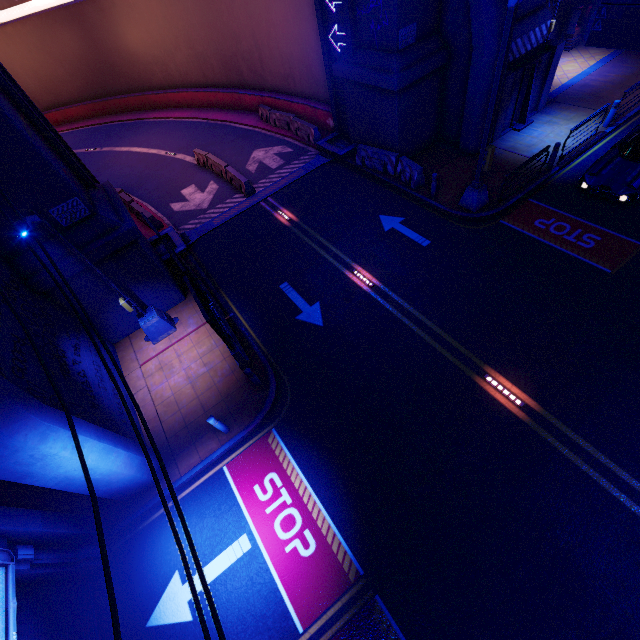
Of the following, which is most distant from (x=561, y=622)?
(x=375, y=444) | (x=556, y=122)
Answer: (x=556, y=122)

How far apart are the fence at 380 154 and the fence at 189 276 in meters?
10.2 m

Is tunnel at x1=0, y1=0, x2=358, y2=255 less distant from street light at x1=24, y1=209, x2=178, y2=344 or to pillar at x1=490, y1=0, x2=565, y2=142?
street light at x1=24, y1=209, x2=178, y2=344

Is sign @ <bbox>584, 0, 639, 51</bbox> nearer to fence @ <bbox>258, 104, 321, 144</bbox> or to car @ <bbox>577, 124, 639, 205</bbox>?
car @ <bbox>577, 124, 639, 205</bbox>

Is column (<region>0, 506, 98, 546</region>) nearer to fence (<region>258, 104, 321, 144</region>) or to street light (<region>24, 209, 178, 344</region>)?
street light (<region>24, 209, 178, 344</region>)

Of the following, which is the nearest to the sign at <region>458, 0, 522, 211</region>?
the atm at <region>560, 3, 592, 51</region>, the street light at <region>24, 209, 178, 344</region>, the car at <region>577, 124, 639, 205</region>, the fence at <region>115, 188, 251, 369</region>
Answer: the car at <region>577, 124, 639, 205</region>

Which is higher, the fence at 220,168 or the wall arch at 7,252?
the wall arch at 7,252

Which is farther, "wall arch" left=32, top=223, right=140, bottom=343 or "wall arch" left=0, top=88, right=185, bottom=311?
"wall arch" left=32, top=223, right=140, bottom=343
